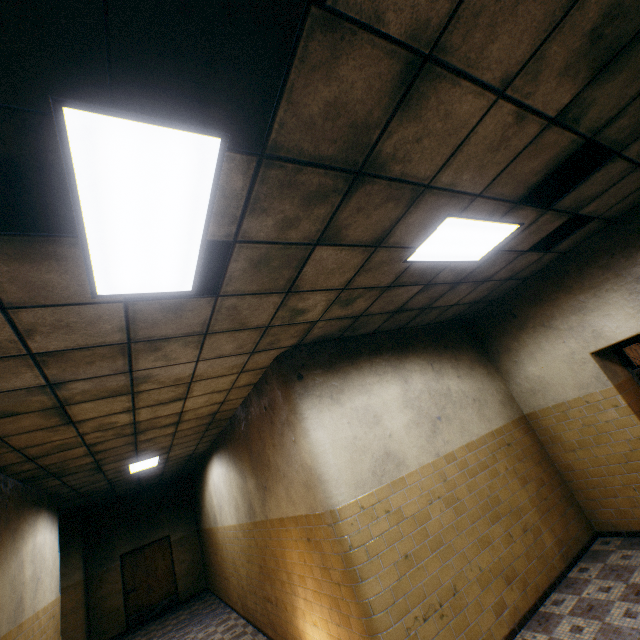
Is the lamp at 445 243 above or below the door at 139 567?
above

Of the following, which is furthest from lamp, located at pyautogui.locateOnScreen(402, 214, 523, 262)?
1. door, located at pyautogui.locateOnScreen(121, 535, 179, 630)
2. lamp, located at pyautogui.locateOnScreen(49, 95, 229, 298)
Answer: door, located at pyautogui.locateOnScreen(121, 535, 179, 630)

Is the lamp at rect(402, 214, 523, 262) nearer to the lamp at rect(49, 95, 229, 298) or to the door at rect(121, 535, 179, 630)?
the lamp at rect(49, 95, 229, 298)

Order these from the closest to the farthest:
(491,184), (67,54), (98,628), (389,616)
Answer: (67,54), (491,184), (389,616), (98,628)

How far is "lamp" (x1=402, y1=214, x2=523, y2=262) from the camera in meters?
3.1 m

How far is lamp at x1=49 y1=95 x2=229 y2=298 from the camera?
1.4m

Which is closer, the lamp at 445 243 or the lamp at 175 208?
the lamp at 175 208
